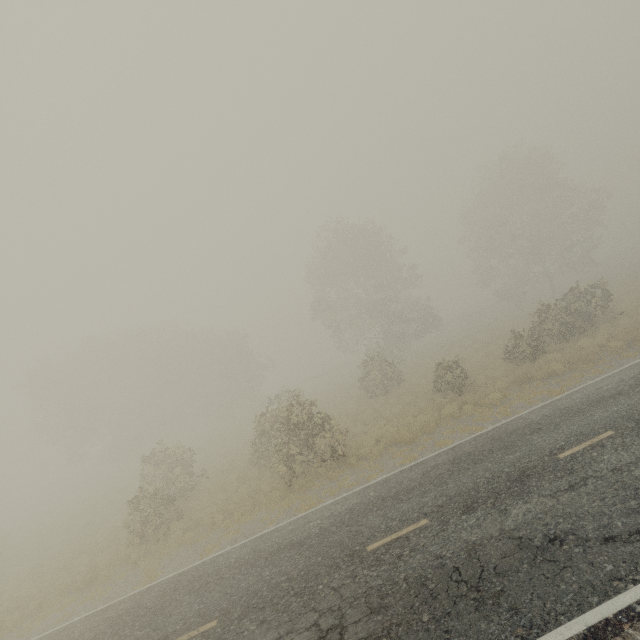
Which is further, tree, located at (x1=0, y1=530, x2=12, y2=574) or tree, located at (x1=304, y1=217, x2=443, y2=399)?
tree, located at (x1=304, y1=217, x2=443, y2=399)

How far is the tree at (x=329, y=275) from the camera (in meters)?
26.47

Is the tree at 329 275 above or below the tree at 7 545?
above

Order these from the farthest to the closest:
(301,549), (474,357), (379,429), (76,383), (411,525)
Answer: (76,383) < (474,357) < (379,429) < (301,549) < (411,525)

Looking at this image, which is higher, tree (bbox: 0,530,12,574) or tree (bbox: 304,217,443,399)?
tree (bbox: 304,217,443,399)

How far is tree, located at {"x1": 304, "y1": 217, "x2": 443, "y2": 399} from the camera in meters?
26.5
